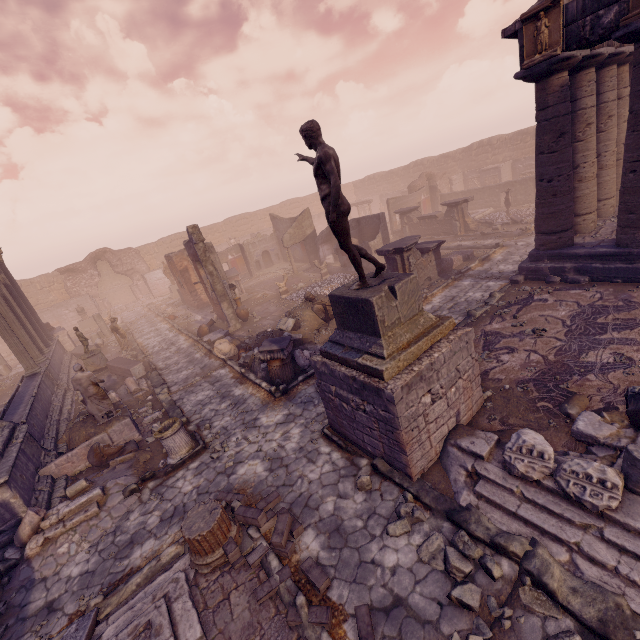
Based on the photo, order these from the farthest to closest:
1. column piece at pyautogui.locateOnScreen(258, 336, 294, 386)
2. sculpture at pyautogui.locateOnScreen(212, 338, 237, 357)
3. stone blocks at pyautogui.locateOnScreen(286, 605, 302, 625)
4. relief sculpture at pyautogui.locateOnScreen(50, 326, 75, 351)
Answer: relief sculpture at pyautogui.locateOnScreen(50, 326, 75, 351), sculpture at pyautogui.locateOnScreen(212, 338, 237, 357), column piece at pyautogui.locateOnScreen(258, 336, 294, 386), stone blocks at pyautogui.locateOnScreen(286, 605, 302, 625)

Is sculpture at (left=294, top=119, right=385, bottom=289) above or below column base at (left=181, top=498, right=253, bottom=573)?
above

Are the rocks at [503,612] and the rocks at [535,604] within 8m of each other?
yes

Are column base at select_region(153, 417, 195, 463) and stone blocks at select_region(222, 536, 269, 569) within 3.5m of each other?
yes

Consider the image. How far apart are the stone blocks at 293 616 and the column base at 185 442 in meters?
4.8 m

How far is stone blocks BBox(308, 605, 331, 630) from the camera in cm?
409

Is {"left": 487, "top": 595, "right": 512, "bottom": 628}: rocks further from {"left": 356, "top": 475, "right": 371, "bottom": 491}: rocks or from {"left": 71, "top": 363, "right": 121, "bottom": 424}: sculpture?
{"left": 71, "top": 363, "right": 121, "bottom": 424}: sculpture

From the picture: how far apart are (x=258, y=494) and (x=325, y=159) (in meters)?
6.28
